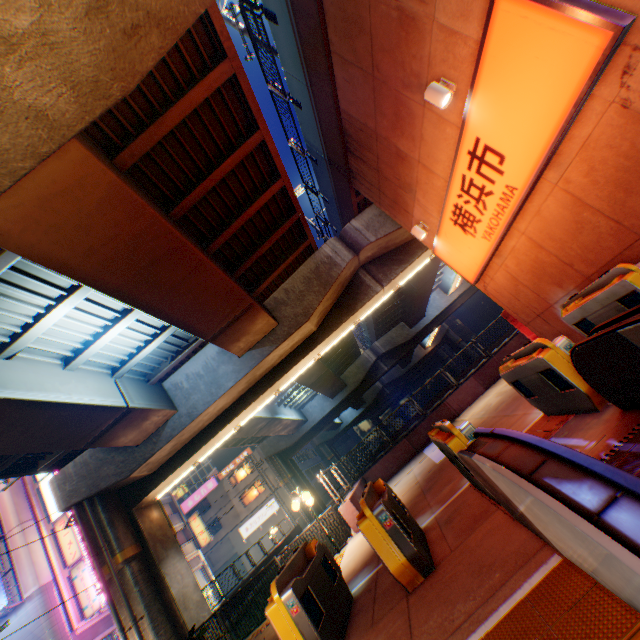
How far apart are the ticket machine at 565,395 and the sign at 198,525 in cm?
3774

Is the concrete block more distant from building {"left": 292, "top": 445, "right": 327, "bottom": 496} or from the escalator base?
building {"left": 292, "top": 445, "right": 327, "bottom": 496}

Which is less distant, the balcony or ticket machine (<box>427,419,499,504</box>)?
ticket machine (<box>427,419,499,504</box>)

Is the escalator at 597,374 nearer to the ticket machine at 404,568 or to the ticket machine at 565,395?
the ticket machine at 565,395

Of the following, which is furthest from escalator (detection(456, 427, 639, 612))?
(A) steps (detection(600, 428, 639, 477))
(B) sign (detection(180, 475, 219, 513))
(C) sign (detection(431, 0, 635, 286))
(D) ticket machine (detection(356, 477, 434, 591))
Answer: (B) sign (detection(180, 475, 219, 513))

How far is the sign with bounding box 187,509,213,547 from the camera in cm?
3372

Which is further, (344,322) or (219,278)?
(344,322)

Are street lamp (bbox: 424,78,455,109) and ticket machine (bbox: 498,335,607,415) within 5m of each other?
yes
